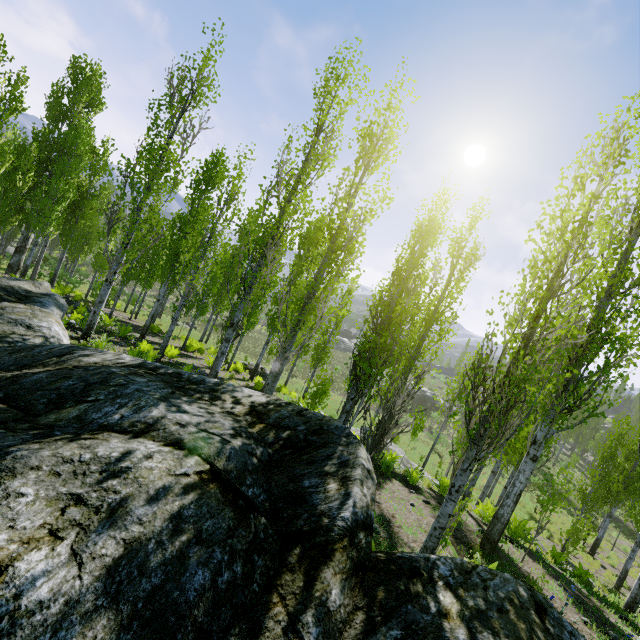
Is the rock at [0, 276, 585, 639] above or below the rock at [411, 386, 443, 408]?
above

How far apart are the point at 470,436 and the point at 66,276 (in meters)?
32.36

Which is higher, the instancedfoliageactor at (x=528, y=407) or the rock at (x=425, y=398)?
the instancedfoliageactor at (x=528, y=407)

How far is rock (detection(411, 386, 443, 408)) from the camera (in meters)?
47.72

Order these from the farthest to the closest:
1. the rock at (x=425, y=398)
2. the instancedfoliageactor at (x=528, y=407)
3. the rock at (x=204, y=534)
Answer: the rock at (x=425, y=398)
the instancedfoliageactor at (x=528, y=407)
the rock at (x=204, y=534)

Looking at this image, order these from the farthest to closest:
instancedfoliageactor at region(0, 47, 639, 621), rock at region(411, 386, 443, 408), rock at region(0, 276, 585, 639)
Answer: rock at region(411, 386, 443, 408)
instancedfoliageactor at region(0, 47, 639, 621)
rock at region(0, 276, 585, 639)

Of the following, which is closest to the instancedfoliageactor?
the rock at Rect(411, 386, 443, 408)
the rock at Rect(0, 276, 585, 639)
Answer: the rock at Rect(0, 276, 585, 639)

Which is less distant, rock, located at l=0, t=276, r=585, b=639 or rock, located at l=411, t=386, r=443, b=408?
rock, located at l=0, t=276, r=585, b=639
